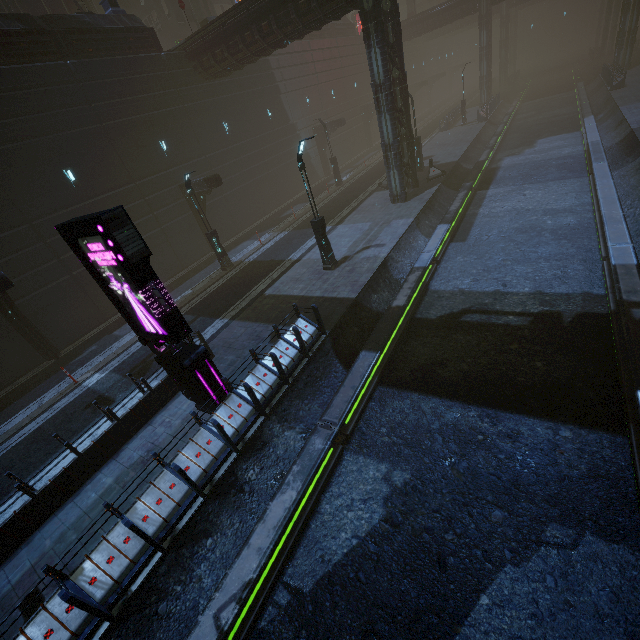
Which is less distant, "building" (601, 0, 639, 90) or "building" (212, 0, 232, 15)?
"building" (601, 0, 639, 90)

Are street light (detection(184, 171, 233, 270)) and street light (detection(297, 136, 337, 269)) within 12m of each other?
yes

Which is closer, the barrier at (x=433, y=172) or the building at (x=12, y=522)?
the building at (x=12, y=522)

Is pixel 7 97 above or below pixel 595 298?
above

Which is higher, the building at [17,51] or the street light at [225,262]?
the building at [17,51]

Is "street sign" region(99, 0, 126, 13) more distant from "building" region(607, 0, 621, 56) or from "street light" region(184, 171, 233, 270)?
"street light" region(184, 171, 233, 270)

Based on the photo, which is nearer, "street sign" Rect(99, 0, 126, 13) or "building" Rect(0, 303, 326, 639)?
"building" Rect(0, 303, 326, 639)
